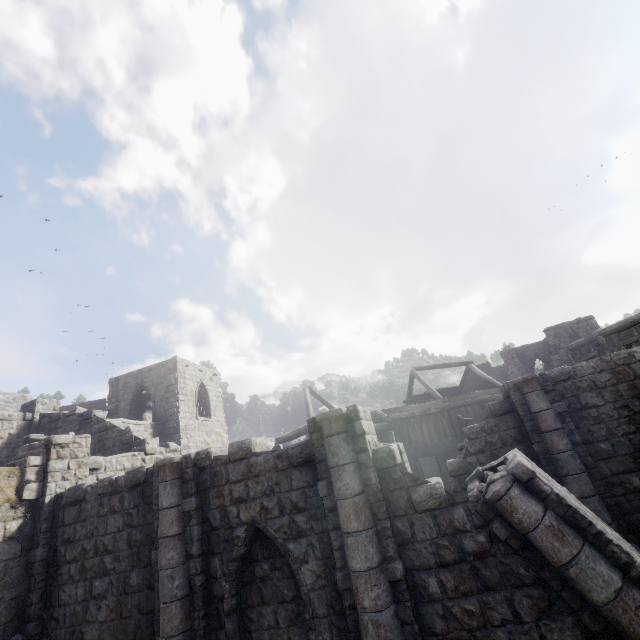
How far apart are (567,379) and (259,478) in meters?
10.2 m
